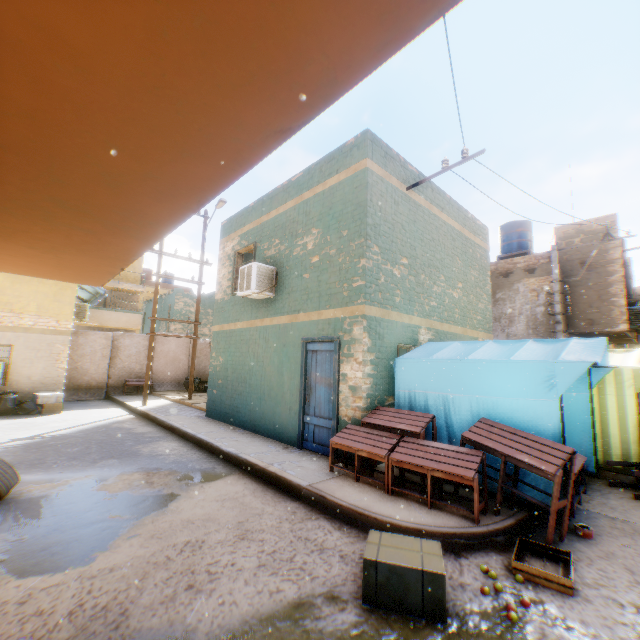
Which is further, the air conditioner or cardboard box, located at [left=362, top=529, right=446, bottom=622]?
the air conditioner

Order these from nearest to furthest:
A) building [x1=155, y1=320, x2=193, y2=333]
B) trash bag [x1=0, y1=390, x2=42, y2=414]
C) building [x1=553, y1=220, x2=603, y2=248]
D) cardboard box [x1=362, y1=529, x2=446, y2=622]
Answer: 1. cardboard box [x1=362, y1=529, x2=446, y2=622]
2. trash bag [x1=0, y1=390, x2=42, y2=414]
3. building [x1=553, y1=220, x2=603, y2=248]
4. building [x1=155, y1=320, x2=193, y2=333]

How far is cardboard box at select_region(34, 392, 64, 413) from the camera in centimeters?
1146cm

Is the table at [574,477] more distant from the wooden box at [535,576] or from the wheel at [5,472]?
the wheel at [5,472]

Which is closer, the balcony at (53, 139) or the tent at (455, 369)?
the balcony at (53, 139)

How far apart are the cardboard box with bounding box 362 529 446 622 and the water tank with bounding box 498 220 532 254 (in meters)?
17.73

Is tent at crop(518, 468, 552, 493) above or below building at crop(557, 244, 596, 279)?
below

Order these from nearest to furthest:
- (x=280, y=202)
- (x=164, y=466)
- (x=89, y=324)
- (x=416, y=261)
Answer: (x=164, y=466) → (x=416, y=261) → (x=280, y=202) → (x=89, y=324)
